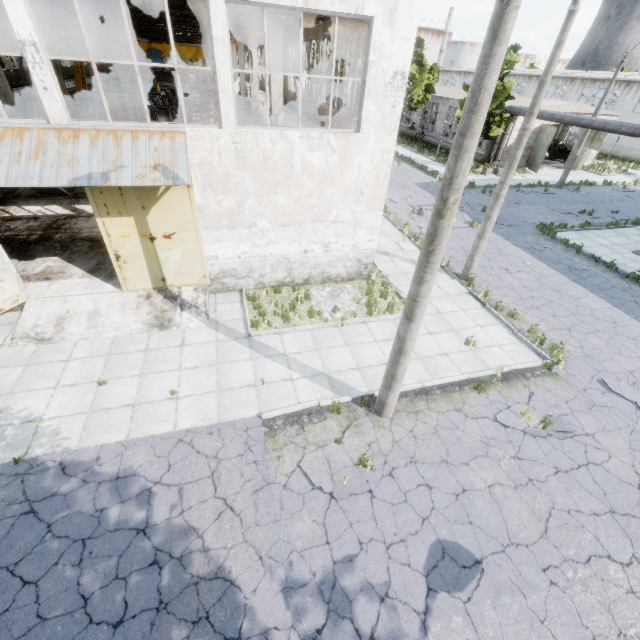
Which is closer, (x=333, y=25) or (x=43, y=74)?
(x=43, y=74)

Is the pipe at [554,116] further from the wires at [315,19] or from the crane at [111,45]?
the crane at [111,45]

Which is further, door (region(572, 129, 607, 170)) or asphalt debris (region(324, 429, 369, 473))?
door (region(572, 129, 607, 170))

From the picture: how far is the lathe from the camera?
36.14m

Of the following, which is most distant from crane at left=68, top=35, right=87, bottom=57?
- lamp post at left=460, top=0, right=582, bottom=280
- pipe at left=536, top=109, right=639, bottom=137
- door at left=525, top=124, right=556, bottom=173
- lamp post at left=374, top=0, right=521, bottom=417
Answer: door at left=525, top=124, right=556, bottom=173

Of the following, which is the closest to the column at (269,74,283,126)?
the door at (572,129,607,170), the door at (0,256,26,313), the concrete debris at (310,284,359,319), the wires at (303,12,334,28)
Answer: the wires at (303,12,334,28)

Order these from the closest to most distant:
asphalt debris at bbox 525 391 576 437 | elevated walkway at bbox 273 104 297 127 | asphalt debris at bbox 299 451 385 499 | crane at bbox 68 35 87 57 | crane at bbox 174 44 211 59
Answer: asphalt debris at bbox 299 451 385 499, asphalt debris at bbox 525 391 576 437, elevated walkway at bbox 273 104 297 127, crane at bbox 68 35 87 57, crane at bbox 174 44 211 59

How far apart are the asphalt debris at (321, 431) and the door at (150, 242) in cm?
655
